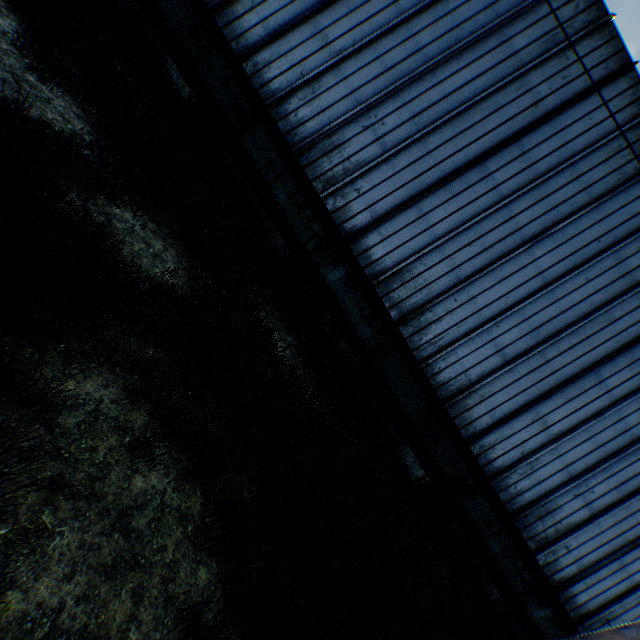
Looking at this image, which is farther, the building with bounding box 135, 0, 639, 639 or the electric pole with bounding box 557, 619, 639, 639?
the building with bounding box 135, 0, 639, 639

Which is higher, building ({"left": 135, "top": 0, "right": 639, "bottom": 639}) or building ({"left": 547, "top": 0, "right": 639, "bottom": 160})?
building ({"left": 547, "top": 0, "right": 639, "bottom": 160})

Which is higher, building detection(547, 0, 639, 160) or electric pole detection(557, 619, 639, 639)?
building detection(547, 0, 639, 160)

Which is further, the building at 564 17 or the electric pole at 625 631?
the building at 564 17

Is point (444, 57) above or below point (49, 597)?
above

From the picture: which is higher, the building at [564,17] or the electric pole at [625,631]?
the building at [564,17]
